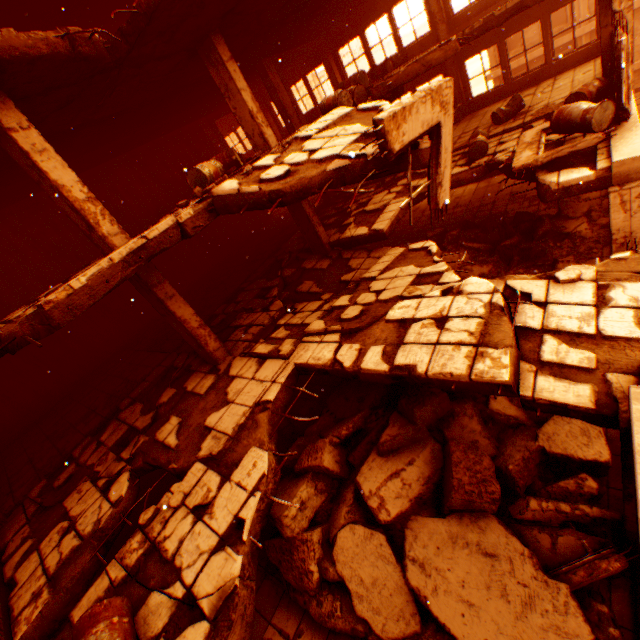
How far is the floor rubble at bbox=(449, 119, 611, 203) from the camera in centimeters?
602cm

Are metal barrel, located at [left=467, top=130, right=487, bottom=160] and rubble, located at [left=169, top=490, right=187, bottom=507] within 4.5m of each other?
no

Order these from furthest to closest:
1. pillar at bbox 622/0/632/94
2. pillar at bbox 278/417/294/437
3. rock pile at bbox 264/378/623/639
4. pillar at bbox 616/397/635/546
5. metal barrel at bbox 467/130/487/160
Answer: metal barrel at bbox 467/130/487/160 → pillar at bbox 278/417/294/437 → pillar at bbox 622/0/632/94 → rock pile at bbox 264/378/623/639 → pillar at bbox 616/397/635/546

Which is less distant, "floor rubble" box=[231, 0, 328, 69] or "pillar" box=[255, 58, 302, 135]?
"floor rubble" box=[231, 0, 328, 69]

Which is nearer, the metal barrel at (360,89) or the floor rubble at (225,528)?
the floor rubble at (225,528)

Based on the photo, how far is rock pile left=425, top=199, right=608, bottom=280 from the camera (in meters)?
8.69

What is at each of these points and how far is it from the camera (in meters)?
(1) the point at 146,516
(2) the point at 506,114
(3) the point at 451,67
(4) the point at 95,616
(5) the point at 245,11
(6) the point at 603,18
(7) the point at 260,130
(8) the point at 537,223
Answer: (1) rubble, 4.61
(2) metal barrel, 10.48
(3) pillar, 13.29
(4) metal barrel, 3.27
(5) floor rubble, 7.29
(6) pillar, 7.61
(7) pillar, 8.43
(8) rock pile, 9.22

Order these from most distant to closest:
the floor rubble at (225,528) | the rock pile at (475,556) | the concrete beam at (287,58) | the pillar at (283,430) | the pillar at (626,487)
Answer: Result:
1. the concrete beam at (287,58)
2. the pillar at (283,430)
3. the rock pile at (475,556)
4. the floor rubble at (225,528)
5. the pillar at (626,487)
